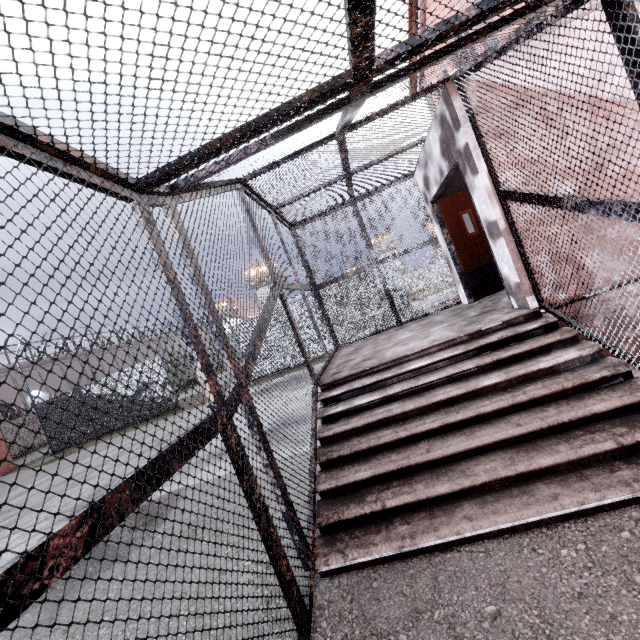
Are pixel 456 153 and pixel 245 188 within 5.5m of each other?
yes

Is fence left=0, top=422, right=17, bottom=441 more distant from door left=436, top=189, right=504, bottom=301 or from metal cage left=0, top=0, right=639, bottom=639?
door left=436, top=189, right=504, bottom=301

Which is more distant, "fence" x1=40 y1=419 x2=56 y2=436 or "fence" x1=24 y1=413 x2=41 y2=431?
"fence" x1=24 y1=413 x2=41 y2=431

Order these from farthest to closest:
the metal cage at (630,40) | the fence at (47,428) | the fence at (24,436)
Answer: the fence at (24,436) → the fence at (47,428) → the metal cage at (630,40)

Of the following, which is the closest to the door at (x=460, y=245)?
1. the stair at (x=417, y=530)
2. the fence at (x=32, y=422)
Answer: the stair at (x=417, y=530)

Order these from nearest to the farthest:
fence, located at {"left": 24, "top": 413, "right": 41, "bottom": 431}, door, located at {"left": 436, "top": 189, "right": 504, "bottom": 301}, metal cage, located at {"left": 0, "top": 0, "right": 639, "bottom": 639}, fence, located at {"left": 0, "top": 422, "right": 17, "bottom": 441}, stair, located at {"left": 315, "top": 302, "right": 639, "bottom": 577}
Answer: metal cage, located at {"left": 0, "top": 0, "right": 639, "bottom": 639} < stair, located at {"left": 315, "top": 302, "right": 639, "bottom": 577} < door, located at {"left": 436, "top": 189, "right": 504, "bottom": 301} < fence, located at {"left": 0, "top": 422, "right": 17, "bottom": 441} < fence, located at {"left": 24, "top": 413, "right": 41, "bottom": 431}

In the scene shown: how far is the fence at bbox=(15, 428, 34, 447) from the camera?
24.4m

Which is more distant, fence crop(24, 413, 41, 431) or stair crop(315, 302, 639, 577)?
fence crop(24, 413, 41, 431)
